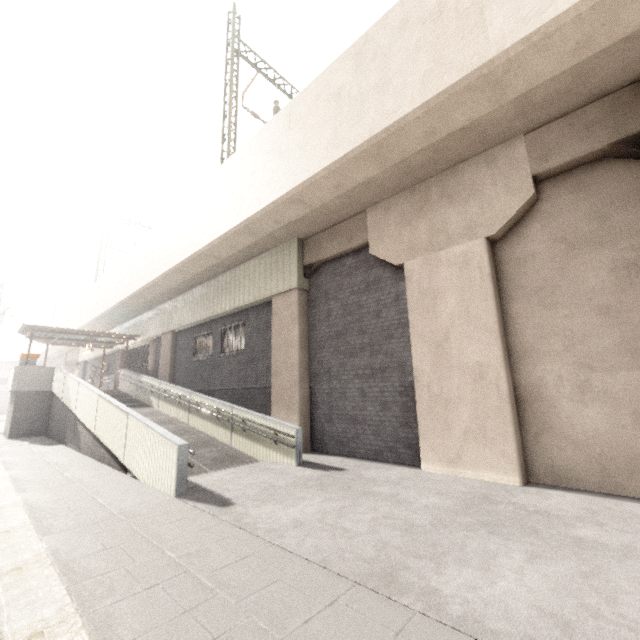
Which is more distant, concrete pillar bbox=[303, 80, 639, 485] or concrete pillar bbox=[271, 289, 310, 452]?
concrete pillar bbox=[271, 289, 310, 452]

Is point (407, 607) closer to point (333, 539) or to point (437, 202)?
point (333, 539)

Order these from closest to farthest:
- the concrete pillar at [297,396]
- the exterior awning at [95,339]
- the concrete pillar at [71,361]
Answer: the concrete pillar at [297,396]
the exterior awning at [95,339]
the concrete pillar at [71,361]

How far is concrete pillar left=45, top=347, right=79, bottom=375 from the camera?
34.7 meters

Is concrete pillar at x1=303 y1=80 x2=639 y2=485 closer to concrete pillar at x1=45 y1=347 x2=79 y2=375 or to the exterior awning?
the exterior awning

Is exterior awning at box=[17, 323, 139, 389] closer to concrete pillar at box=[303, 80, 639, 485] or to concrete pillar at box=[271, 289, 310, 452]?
concrete pillar at box=[271, 289, 310, 452]

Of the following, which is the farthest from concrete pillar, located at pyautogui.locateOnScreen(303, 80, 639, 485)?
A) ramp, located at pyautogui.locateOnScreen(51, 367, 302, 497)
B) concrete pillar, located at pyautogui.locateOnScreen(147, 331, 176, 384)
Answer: concrete pillar, located at pyautogui.locateOnScreen(147, 331, 176, 384)

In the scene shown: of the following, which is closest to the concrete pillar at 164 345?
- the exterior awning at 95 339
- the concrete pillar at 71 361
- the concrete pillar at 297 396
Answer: the exterior awning at 95 339
